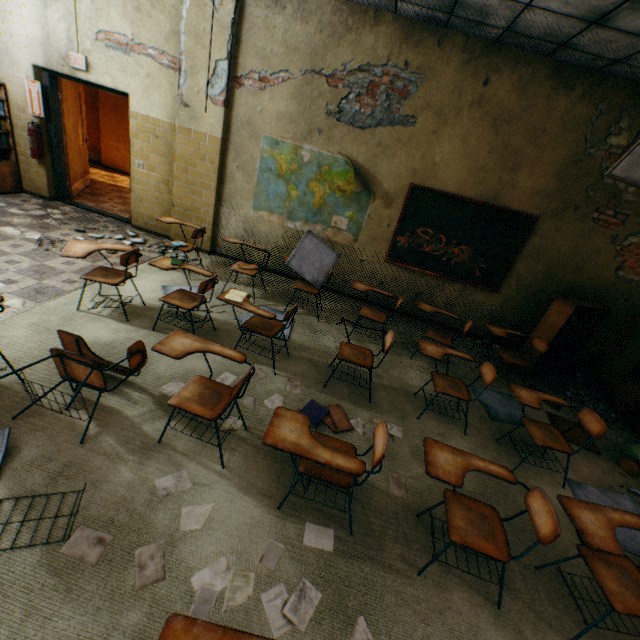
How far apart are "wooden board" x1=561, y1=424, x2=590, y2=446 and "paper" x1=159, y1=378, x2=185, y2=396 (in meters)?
4.41

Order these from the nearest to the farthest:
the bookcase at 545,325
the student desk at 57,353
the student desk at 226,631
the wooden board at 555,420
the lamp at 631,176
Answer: the student desk at 226,631 → the student desk at 57,353 → the lamp at 631,176 → the wooden board at 555,420 → the bookcase at 545,325

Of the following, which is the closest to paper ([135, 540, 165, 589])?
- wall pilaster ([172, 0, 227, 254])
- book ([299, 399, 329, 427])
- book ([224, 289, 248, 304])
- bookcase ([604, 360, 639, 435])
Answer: book ([299, 399, 329, 427])

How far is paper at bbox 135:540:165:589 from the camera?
1.76m

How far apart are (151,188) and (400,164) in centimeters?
438cm

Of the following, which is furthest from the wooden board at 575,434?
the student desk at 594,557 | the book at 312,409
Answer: the book at 312,409

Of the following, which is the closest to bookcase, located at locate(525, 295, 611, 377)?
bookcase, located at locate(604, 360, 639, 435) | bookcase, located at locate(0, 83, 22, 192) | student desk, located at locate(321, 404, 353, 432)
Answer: bookcase, located at locate(604, 360, 639, 435)

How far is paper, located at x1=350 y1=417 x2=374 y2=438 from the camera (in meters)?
3.13
